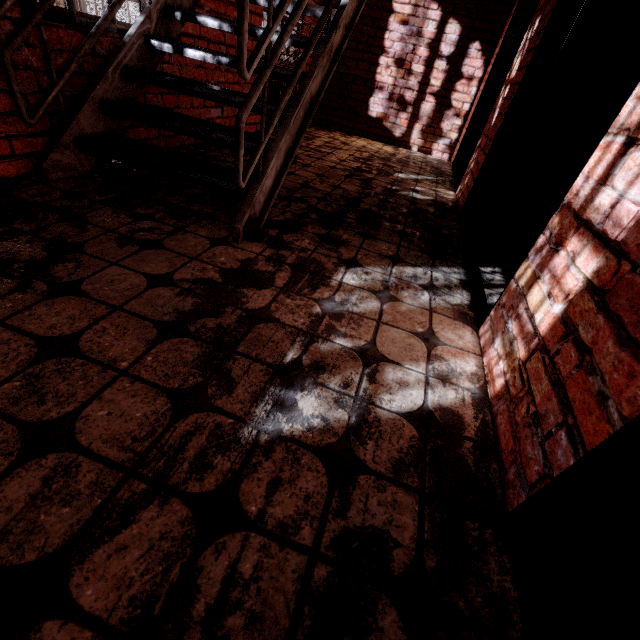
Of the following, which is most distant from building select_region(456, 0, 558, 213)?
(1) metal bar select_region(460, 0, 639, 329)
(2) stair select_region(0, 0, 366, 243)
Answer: (2) stair select_region(0, 0, 366, 243)

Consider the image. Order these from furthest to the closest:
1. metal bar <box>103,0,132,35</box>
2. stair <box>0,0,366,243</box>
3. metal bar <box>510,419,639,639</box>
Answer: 1. metal bar <box>103,0,132,35</box>
2. stair <box>0,0,366,243</box>
3. metal bar <box>510,419,639,639</box>

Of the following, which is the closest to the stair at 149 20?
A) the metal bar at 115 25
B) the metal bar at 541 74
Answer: the metal bar at 115 25

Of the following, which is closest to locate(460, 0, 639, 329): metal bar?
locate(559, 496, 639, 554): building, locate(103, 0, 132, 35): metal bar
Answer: locate(559, 496, 639, 554): building

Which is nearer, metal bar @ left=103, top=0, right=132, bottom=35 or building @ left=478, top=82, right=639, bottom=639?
building @ left=478, top=82, right=639, bottom=639

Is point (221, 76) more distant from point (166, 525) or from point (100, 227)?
point (166, 525)

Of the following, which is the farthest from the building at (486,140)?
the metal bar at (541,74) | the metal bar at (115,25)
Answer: the metal bar at (115,25)
